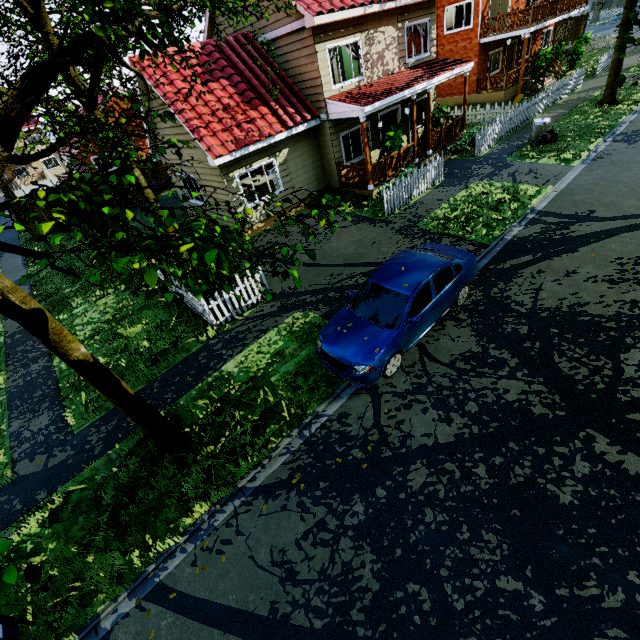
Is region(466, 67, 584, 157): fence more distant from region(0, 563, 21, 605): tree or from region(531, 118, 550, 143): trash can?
region(531, 118, 550, 143): trash can

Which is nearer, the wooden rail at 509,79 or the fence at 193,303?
the fence at 193,303

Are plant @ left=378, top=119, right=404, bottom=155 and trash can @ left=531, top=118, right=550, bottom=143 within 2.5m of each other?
no

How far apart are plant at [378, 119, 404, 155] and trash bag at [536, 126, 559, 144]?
6.01m

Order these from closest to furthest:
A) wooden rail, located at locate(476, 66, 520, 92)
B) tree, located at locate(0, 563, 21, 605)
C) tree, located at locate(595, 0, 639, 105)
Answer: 1. tree, located at locate(0, 563, 21, 605)
2. tree, located at locate(595, 0, 639, 105)
3. wooden rail, located at locate(476, 66, 520, 92)

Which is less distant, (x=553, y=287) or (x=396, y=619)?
(x=396, y=619)

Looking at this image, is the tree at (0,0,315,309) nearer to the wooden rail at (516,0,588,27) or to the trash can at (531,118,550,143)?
the trash can at (531,118,550,143)

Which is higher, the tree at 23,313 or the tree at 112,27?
the tree at 112,27
